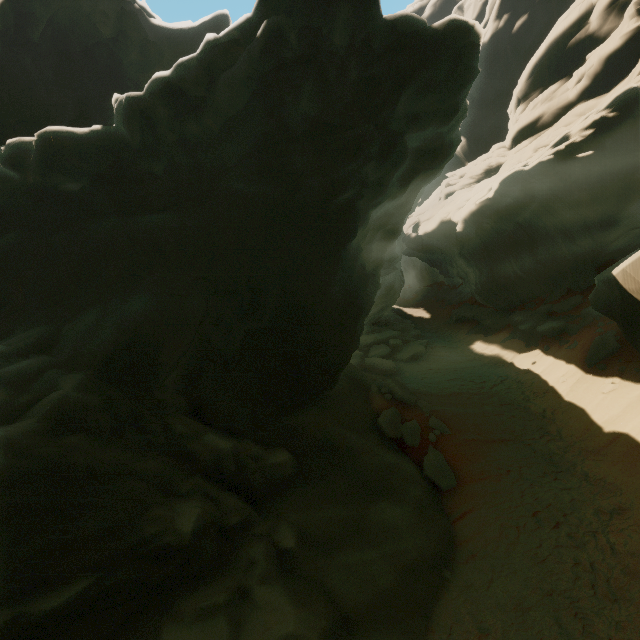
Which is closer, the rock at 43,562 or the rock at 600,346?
the rock at 43,562

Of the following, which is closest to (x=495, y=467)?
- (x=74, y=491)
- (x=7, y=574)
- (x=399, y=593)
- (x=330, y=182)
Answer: (x=399, y=593)

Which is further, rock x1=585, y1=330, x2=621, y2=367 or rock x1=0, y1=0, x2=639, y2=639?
rock x1=585, y1=330, x2=621, y2=367

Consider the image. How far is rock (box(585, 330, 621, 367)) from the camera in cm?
1478

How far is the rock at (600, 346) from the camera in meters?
14.8
